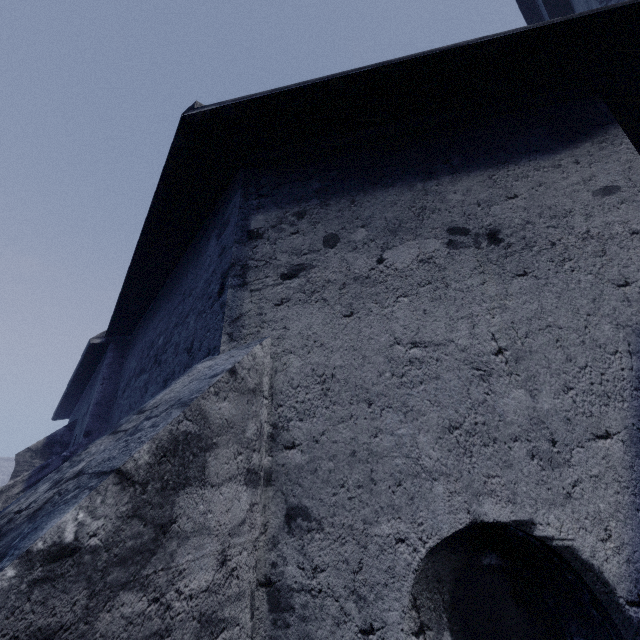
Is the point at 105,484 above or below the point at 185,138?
below
